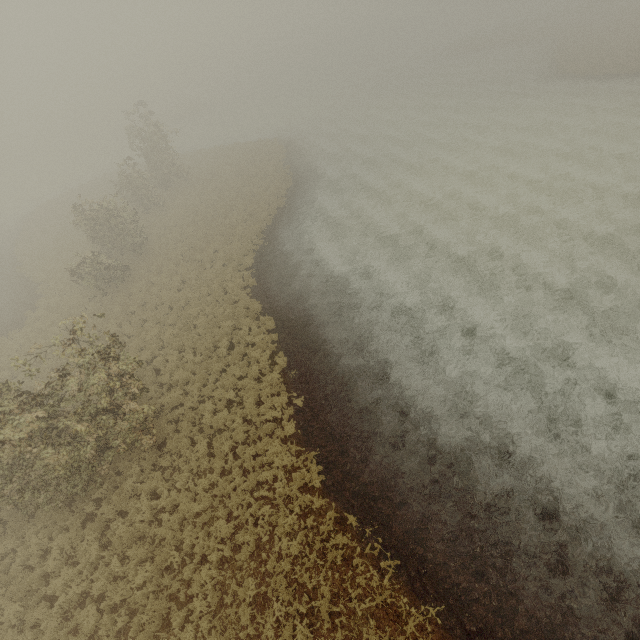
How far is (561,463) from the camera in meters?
10.1
